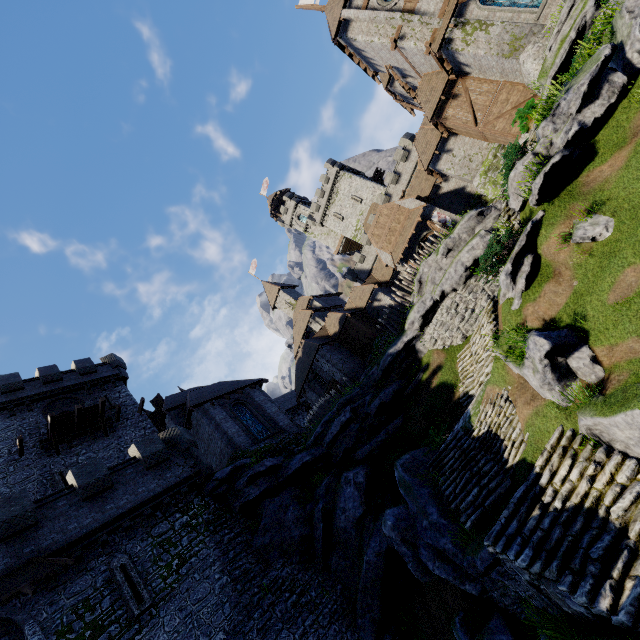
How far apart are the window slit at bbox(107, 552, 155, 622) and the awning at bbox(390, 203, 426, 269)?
26.96m

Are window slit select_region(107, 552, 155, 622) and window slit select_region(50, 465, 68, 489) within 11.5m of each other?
yes

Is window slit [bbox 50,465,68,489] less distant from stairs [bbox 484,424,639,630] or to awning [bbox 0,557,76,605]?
awning [bbox 0,557,76,605]

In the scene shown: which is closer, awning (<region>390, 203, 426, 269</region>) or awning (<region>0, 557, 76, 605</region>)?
awning (<region>0, 557, 76, 605</region>)

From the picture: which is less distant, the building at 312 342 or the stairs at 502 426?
the stairs at 502 426

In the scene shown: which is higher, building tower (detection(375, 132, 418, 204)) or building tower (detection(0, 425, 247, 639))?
building tower (detection(375, 132, 418, 204))

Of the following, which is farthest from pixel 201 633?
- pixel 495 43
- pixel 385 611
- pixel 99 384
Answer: pixel 495 43

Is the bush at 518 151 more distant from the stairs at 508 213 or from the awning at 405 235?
the awning at 405 235
